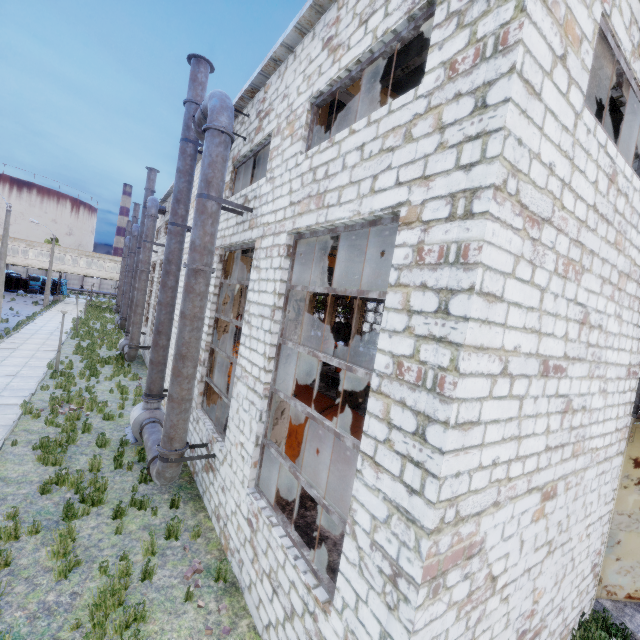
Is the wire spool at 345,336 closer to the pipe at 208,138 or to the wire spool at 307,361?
the wire spool at 307,361

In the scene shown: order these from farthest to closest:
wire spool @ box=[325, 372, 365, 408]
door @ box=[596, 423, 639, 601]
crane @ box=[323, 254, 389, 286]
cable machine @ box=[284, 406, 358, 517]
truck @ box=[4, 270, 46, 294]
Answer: truck @ box=[4, 270, 46, 294], crane @ box=[323, 254, 389, 286], wire spool @ box=[325, 372, 365, 408], cable machine @ box=[284, 406, 358, 517], door @ box=[596, 423, 639, 601]

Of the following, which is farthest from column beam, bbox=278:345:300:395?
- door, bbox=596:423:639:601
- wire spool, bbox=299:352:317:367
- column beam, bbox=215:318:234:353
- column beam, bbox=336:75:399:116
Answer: wire spool, bbox=299:352:317:367

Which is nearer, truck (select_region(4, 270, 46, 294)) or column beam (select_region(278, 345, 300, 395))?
column beam (select_region(278, 345, 300, 395))

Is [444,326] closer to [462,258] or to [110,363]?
[462,258]

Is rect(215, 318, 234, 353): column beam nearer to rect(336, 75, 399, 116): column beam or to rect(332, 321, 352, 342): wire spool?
rect(336, 75, 399, 116): column beam

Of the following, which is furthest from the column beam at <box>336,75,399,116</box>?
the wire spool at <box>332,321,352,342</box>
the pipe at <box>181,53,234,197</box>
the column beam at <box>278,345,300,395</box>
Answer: the wire spool at <box>332,321,352,342</box>

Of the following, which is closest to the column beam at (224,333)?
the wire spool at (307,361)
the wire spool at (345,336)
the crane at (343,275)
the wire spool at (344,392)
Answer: the crane at (343,275)
